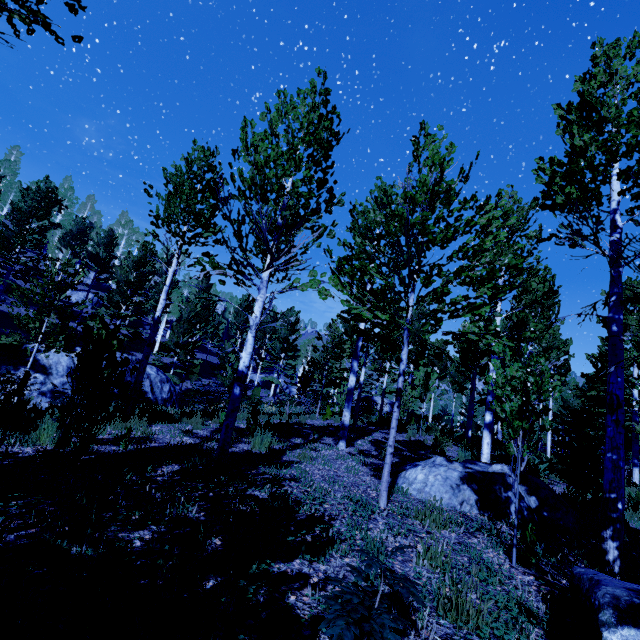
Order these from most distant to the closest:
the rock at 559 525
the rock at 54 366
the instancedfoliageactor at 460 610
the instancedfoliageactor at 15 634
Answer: the rock at 54 366 < the rock at 559 525 < the instancedfoliageactor at 460 610 < the instancedfoliageactor at 15 634

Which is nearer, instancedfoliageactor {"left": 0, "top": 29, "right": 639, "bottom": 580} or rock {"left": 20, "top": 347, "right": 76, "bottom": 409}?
instancedfoliageactor {"left": 0, "top": 29, "right": 639, "bottom": 580}

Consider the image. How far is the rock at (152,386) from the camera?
16.0m

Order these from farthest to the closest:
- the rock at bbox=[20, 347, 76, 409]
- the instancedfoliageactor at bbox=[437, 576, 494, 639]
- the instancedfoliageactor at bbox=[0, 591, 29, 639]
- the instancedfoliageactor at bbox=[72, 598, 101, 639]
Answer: the rock at bbox=[20, 347, 76, 409], the instancedfoliageactor at bbox=[437, 576, 494, 639], the instancedfoliageactor at bbox=[72, 598, 101, 639], the instancedfoliageactor at bbox=[0, 591, 29, 639]

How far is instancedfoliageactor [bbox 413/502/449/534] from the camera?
4.42m

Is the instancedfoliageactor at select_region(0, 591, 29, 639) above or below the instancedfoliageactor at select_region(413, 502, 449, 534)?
above

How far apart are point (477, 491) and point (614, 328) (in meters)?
3.57
